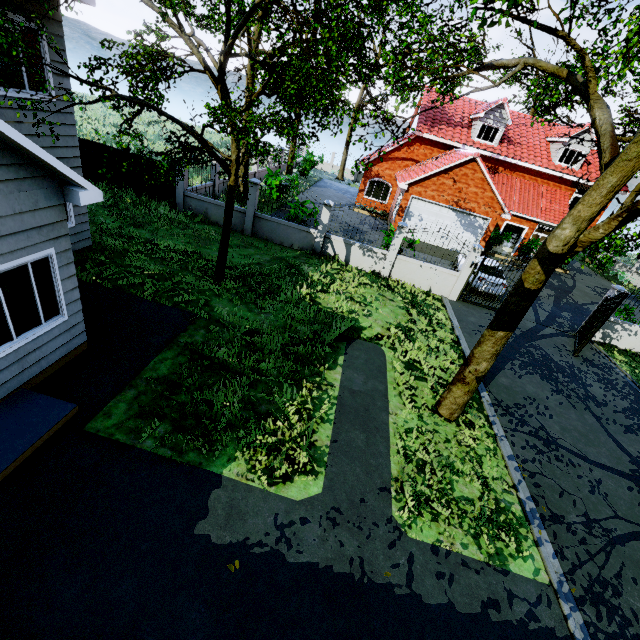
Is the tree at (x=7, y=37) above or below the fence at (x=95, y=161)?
above

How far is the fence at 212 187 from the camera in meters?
14.3

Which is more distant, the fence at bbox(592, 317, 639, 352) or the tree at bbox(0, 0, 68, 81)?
the fence at bbox(592, 317, 639, 352)

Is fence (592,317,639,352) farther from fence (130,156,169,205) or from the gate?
fence (130,156,169,205)

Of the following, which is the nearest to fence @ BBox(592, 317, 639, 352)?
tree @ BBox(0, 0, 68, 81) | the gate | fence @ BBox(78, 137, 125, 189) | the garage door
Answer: the gate

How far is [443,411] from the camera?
7.73m

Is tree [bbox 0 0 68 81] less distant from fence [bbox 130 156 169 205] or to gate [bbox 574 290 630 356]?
fence [bbox 130 156 169 205]

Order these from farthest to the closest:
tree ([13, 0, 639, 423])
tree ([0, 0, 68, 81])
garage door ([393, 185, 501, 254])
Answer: garage door ([393, 185, 501, 254]) → tree ([13, 0, 639, 423]) → tree ([0, 0, 68, 81])
